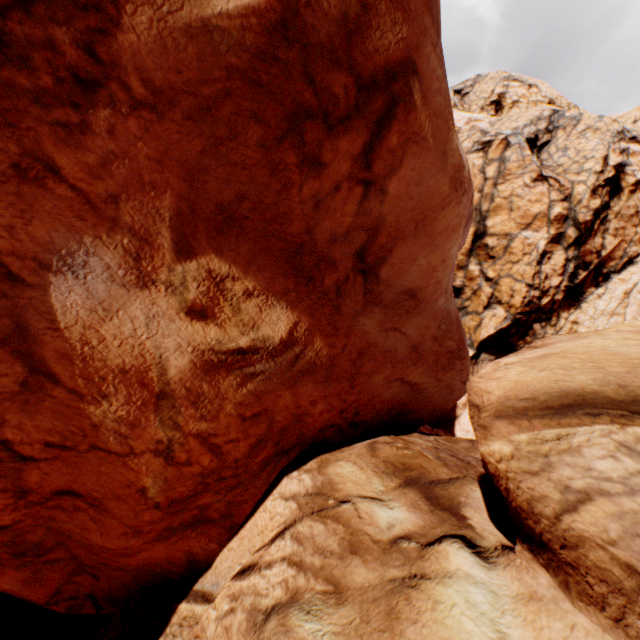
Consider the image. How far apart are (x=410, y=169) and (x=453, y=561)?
5.2 meters
